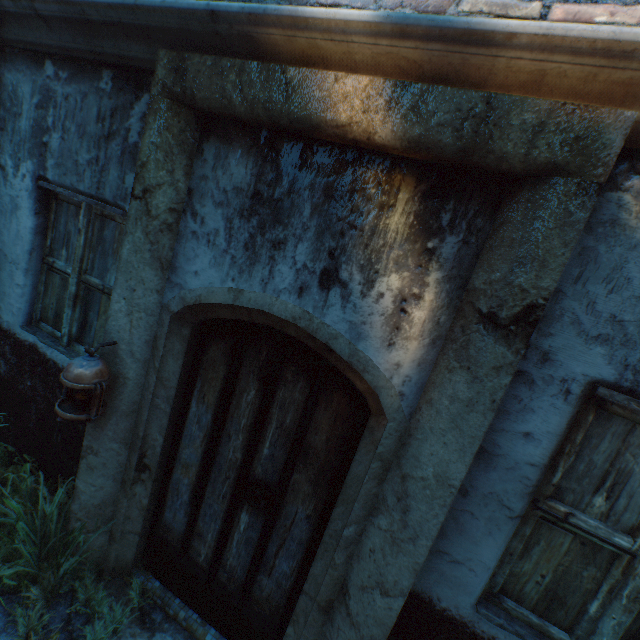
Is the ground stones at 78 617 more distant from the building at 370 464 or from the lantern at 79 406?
the lantern at 79 406

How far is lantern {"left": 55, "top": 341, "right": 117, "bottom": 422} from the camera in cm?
190

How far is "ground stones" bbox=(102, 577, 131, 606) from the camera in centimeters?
246cm

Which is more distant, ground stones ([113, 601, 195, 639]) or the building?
ground stones ([113, 601, 195, 639])

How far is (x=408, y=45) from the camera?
1.4 meters

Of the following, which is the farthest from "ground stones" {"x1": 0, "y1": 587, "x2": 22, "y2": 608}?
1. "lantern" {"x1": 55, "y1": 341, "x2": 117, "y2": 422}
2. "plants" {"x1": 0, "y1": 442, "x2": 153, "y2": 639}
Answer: "lantern" {"x1": 55, "y1": 341, "x2": 117, "y2": 422}

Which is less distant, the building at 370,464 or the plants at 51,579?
the building at 370,464
